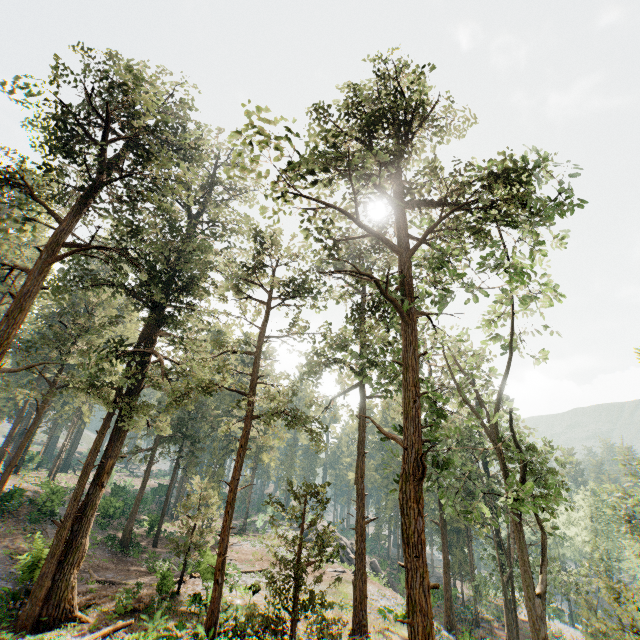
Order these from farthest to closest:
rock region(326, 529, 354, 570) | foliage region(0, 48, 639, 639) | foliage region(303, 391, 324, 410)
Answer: rock region(326, 529, 354, 570) → foliage region(303, 391, 324, 410) → foliage region(0, 48, 639, 639)

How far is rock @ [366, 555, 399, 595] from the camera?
31.8m

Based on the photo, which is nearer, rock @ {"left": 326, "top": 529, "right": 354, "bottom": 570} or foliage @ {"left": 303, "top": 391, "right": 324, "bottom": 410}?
foliage @ {"left": 303, "top": 391, "right": 324, "bottom": 410}

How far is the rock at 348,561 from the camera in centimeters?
3784cm

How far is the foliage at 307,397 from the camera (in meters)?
25.10

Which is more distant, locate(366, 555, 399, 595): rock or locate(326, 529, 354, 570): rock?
locate(326, 529, 354, 570): rock

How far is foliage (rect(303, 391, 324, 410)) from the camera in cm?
Result: 2510

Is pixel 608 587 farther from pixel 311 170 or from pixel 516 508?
pixel 311 170
